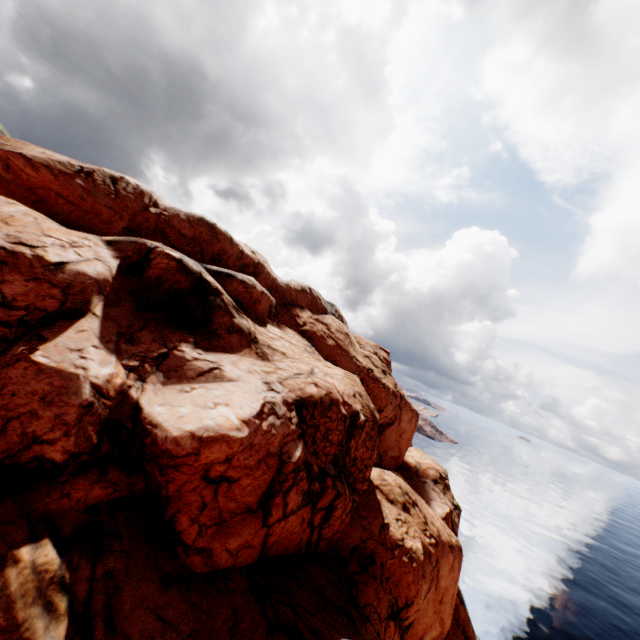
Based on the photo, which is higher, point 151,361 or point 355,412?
point 355,412
